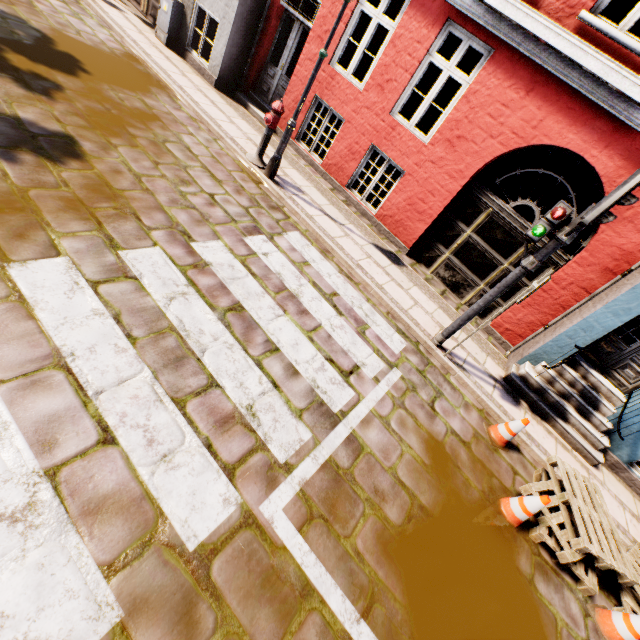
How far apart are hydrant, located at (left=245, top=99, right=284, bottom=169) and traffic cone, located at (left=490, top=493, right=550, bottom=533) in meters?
6.8 m

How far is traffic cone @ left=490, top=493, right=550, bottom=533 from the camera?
3.61m

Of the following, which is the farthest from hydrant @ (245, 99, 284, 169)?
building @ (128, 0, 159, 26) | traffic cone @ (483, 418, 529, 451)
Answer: traffic cone @ (483, 418, 529, 451)

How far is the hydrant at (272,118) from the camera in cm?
601

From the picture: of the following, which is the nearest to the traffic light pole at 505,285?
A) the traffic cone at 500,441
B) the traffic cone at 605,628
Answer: the traffic cone at 500,441

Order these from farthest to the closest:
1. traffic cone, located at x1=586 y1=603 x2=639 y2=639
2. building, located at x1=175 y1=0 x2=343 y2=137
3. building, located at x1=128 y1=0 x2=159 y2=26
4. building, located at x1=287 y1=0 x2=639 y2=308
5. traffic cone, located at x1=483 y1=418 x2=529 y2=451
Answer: building, located at x1=128 y1=0 x2=159 y2=26
building, located at x1=175 y1=0 x2=343 y2=137
building, located at x1=287 y1=0 x2=639 y2=308
traffic cone, located at x1=483 y1=418 x2=529 y2=451
traffic cone, located at x1=586 y1=603 x2=639 y2=639

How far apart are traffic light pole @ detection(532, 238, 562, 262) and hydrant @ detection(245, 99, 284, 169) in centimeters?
502cm

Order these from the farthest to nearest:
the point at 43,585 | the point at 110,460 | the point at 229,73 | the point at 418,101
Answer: the point at 418,101, the point at 229,73, the point at 110,460, the point at 43,585
